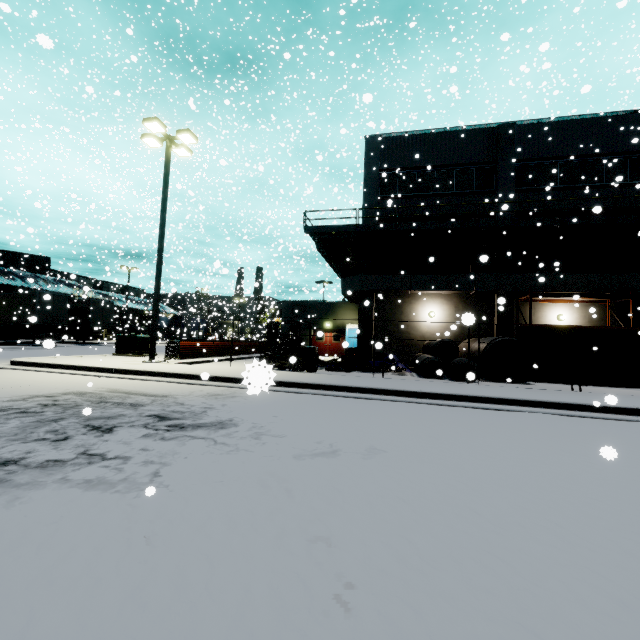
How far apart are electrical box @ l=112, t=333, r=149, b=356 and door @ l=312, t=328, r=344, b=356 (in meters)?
14.19

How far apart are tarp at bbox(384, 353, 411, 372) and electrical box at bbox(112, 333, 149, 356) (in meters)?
11.40

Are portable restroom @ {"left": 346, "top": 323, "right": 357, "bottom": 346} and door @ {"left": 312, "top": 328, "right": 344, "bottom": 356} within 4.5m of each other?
yes

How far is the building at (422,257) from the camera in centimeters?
1947cm

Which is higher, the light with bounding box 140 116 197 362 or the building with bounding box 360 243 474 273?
the light with bounding box 140 116 197 362

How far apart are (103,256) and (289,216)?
19.27m

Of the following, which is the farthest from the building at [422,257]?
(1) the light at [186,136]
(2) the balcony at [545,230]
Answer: (1) the light at [186,136]

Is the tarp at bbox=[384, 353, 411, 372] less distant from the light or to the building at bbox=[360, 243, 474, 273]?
the building at bbox=[360, 243, 474, 273]
